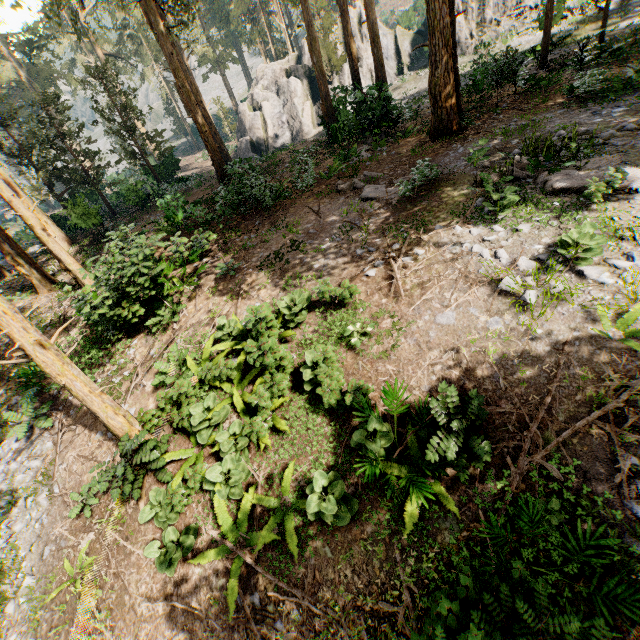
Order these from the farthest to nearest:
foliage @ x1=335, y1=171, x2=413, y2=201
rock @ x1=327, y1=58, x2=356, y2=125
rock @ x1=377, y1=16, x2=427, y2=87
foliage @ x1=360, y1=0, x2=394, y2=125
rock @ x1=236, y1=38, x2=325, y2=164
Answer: rock @ x1=377, y1=16, x2=427, y2=87 → rock @ x1=236, y1=38, x2=325, y2=164 → rock @ x1=327, y1=58, x2=356, y2=125 → foliage @ x1=360, y1=0, x2=394, y2=125 → foliage @ x1=335, y1=171, x2=413, y2=201

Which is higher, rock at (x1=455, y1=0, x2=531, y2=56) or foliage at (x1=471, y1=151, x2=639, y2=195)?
rock at (x1=455, y1=0, x2=531, y2=56)

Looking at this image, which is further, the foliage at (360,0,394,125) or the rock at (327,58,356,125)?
the rock at (327,58,356,125)

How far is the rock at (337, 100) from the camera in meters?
20.7 m

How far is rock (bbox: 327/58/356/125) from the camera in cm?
2066

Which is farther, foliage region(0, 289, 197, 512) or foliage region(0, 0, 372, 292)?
foliage region(0, 0, 372, 292)

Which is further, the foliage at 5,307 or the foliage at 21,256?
the foliage at 21,256

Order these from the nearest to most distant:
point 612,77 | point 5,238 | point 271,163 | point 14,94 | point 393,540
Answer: point 393,540
point 612,77
point 5,238
point 271,163
point 14,94
